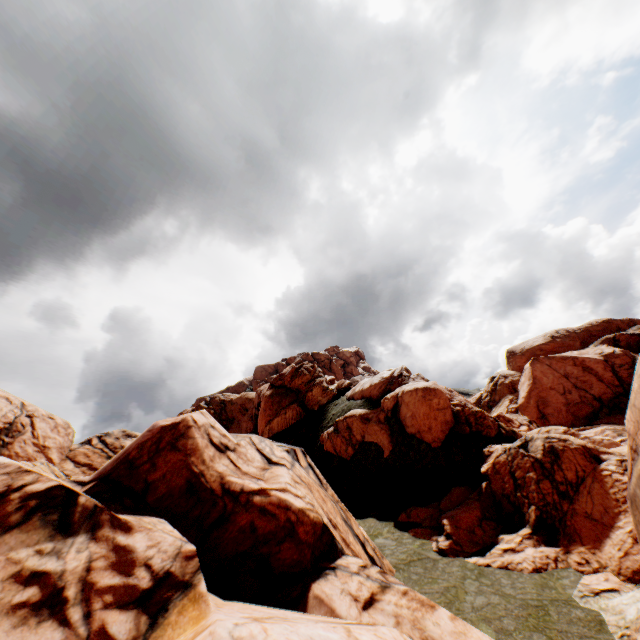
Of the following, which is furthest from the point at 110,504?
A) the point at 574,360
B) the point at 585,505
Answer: the point at 574,360
